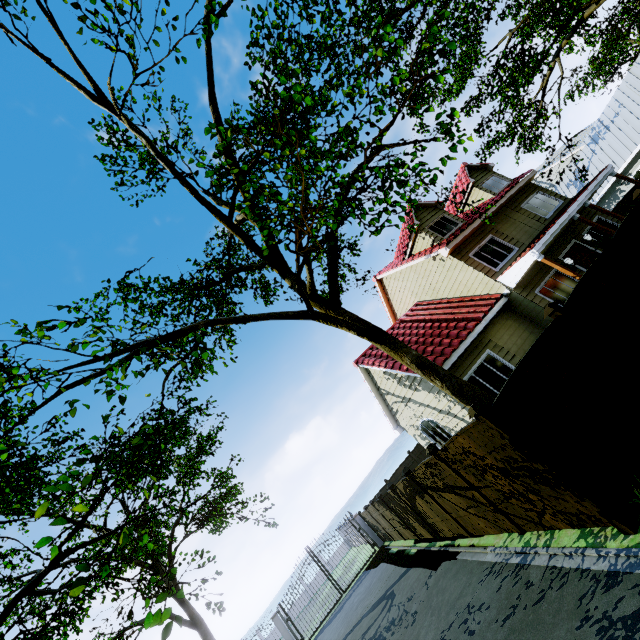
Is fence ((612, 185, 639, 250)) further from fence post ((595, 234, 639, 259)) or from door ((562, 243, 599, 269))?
door ((562, 243, 599, 269))

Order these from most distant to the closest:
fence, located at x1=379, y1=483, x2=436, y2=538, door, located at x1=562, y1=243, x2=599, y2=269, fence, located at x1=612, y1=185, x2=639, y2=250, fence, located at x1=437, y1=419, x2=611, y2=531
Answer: door, located at x1=562, y1=243, x2=599, y2=269 < fence, located at x1=379, y1=483, x2=436, y2=538 < fence, located at x1=612, y1=185, x2=639, y2=250 < fence, located at x1=437, y1=419, x2=611, y2=531

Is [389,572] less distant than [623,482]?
No

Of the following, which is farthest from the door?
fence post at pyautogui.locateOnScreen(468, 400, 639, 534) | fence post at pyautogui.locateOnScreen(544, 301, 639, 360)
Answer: fence post at pyautogui.locateOnScreen(468, 400, 639, 534)

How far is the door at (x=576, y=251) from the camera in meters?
14.0 m

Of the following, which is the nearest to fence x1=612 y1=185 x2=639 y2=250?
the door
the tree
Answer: the tree

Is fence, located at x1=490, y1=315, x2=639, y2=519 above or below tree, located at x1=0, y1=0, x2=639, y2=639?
below

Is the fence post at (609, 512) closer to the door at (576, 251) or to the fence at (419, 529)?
the fence at (419, 529)
